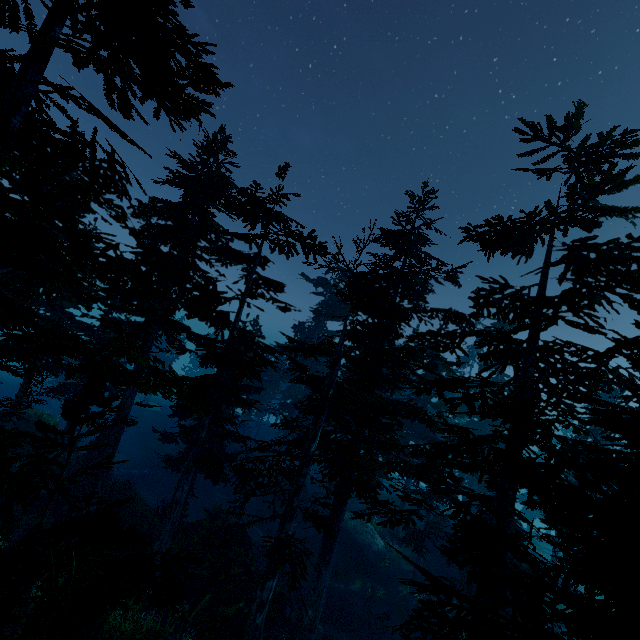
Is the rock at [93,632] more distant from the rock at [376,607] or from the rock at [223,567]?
the rock at [376,607]

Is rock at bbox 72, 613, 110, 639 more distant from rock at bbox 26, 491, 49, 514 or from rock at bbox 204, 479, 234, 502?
rock at bbox 204, 479, 234, 502

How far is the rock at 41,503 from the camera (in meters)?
18.19

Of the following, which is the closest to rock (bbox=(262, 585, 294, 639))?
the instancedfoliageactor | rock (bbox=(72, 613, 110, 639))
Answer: the instancedfoliageactor

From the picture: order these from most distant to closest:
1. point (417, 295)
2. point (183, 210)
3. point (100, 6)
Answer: point (417, 295), point (183, 210), point (100, 6)

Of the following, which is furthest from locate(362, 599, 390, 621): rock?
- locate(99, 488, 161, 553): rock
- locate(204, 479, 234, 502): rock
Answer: locate(204, 479, 234, 502): rock

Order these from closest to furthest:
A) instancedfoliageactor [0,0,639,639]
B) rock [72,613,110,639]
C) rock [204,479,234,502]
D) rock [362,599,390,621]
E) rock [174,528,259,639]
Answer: instancedfoliageactor [0,0,639,639] → rock [72,613,110,639] → rock [174,528,259,639] → rock [362,599,390,621] → rock [204,479,234,502]

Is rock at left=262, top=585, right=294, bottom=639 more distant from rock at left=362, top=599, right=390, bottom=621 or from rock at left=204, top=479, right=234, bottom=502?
rock at left=204, top=479, right=234, bottom=502
